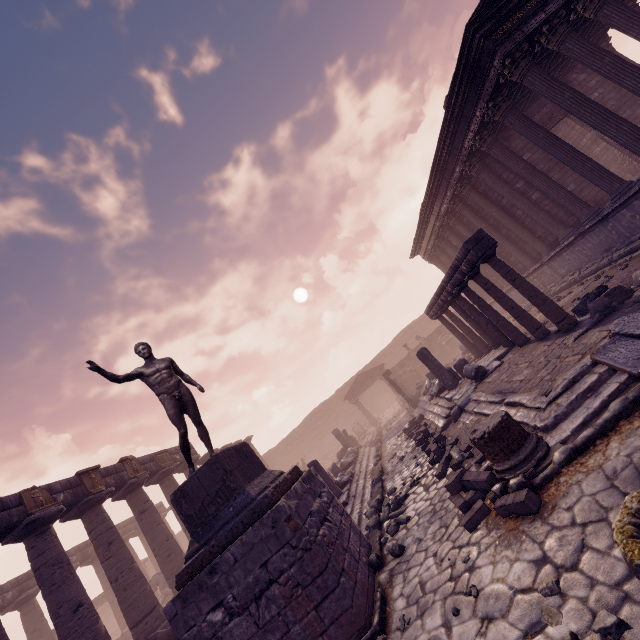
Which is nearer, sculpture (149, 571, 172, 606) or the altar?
sculpture (149, 571, 172, 606)

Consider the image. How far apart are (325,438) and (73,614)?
26.7 meters

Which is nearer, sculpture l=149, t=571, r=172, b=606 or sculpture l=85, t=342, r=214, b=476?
sculpture l=85, t=342, r=214, b=476

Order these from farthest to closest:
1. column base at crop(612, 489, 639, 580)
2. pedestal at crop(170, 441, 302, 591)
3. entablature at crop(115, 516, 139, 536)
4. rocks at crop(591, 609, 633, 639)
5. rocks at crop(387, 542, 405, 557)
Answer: entablature at crop(115, 516, 139, 536)
rocks at crop(387, 542, 405, 557)
pedestal at crop(170, 441, 302, 591)
rocks at crop(591, 609, 633, 639)
column base at crop(612, 489, 639, 580)

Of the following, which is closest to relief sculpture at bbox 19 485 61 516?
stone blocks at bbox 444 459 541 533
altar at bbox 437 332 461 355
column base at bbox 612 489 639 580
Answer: stone blocks at bbox 444 459 541 533

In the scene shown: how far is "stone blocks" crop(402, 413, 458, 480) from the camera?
→ 7.20m

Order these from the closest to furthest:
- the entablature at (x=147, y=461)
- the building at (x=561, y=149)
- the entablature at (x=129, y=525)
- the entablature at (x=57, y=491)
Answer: the building at (x=561, y=149), the entablature at (x=57, y=491), the entablature at (x=147, y=461), the entablature at (x=129, y=525)

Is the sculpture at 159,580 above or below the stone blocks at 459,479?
above
